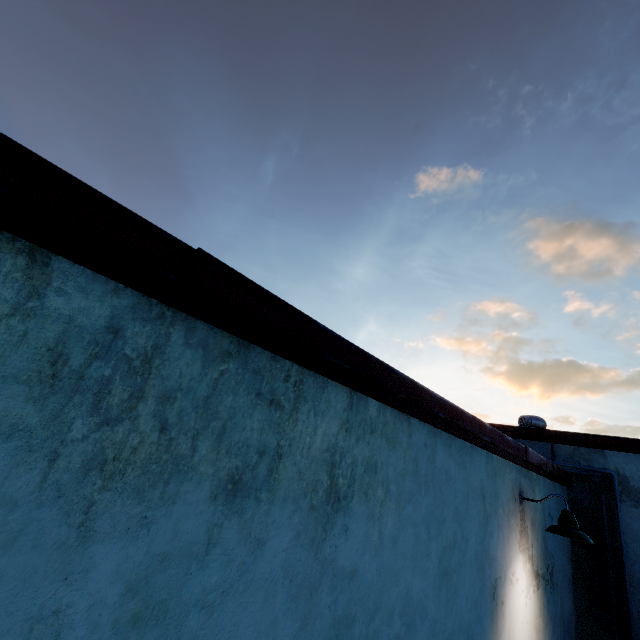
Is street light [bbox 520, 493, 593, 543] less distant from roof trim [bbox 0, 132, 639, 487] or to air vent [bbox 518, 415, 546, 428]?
roof trim [bbox 0, 132, 639, 487]

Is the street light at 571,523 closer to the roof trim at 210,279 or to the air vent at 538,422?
the roof trim at 210,279

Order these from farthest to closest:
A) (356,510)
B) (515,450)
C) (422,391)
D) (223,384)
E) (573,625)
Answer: (573,625)
(515,450)
(422,391)
(356,510)
(223,384)

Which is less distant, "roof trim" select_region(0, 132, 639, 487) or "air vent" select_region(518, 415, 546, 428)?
"roof trim" select_region(0, 132, 639, 487)

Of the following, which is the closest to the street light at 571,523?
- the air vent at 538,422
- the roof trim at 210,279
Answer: the roof trim at 210,279

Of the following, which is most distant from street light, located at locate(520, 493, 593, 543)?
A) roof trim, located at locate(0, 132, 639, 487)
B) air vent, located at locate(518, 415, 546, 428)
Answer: air vent, located at locate(518, 415, 546, 428)

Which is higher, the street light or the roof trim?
the roof trim
